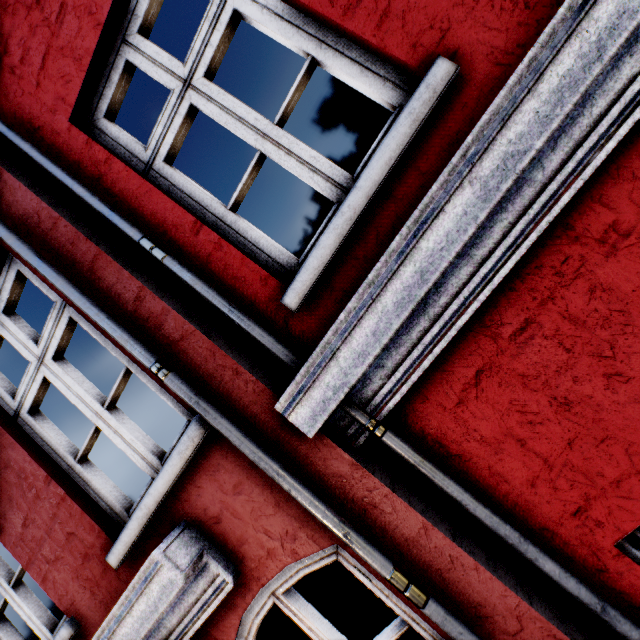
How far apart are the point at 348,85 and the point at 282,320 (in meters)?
12.77
